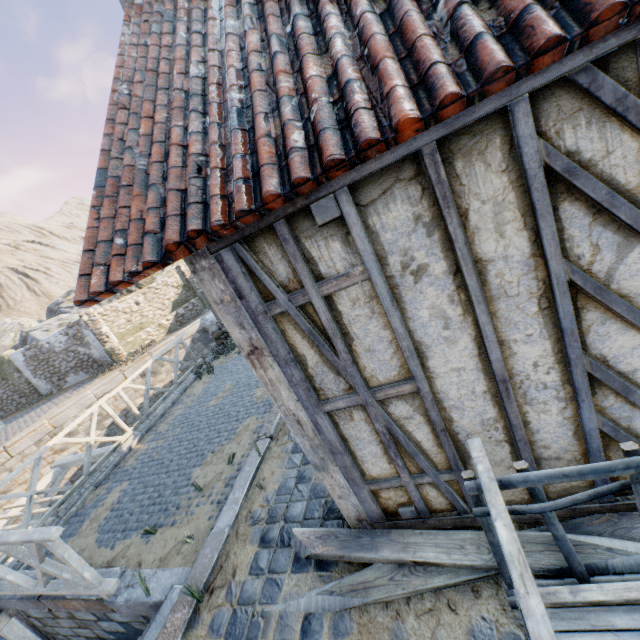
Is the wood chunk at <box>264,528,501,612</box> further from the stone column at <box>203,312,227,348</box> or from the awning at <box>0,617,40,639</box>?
the stone column at <box>203,312,227,348</box>

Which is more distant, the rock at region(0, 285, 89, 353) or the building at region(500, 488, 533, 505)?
the rock at region(0, 285, 89, 353)

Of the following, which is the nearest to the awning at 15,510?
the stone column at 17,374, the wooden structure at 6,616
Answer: the wooden structure at 6,616

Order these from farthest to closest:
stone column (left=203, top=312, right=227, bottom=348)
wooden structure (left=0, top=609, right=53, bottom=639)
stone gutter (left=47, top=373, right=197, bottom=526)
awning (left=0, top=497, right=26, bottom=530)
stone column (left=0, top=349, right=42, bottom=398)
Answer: stone column (left=0, top=349, right=42, bottom=398), stone column (left=203, top=312, right=227, bottom=348), awning (left=0, top=497, right=26, bottom=530), stone gutter (left=47, top=373, right=197, bottom=526), wooden structure (left=0, top=609, right=53, bottom=639)

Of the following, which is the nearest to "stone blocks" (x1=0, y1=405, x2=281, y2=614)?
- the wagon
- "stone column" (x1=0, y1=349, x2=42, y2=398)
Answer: the wagon

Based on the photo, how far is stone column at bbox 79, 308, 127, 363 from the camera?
16.7m

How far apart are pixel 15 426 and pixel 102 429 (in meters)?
4.88

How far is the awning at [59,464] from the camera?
8.5m
